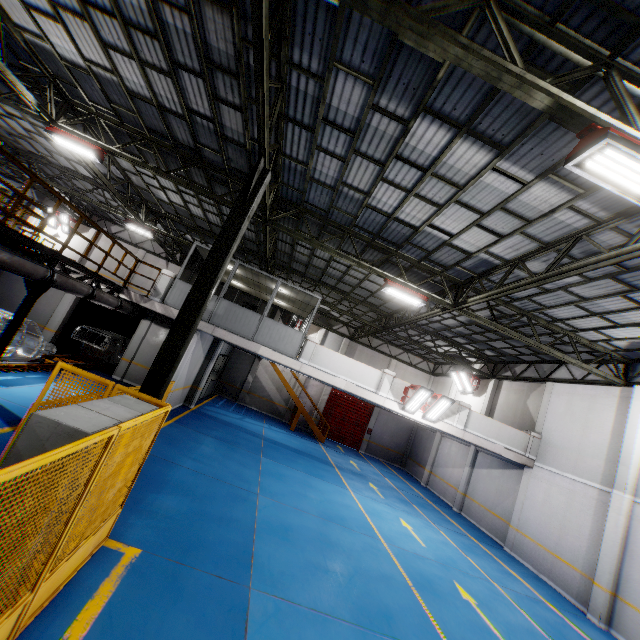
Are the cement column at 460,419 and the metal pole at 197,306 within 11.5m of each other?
no

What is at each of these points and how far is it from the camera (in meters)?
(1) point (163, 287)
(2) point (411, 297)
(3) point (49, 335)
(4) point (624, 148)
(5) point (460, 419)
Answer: (1) cement column, 13.41
(2) light, 11.47
(3) cement column, 15.85
(4) light, 3.98
(5) cement column, 14.55

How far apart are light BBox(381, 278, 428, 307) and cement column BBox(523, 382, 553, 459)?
9.0m

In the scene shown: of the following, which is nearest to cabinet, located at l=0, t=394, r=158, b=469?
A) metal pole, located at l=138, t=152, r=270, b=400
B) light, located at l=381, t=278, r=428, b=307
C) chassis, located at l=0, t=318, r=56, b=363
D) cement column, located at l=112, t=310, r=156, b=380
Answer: metal pole, located at l=138, t=152, r=270, b=400

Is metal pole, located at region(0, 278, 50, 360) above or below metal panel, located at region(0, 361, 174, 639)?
above

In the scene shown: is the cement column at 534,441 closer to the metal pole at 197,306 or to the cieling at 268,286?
the cieling at 268,286

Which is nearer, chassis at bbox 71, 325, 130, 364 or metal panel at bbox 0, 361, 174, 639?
metal panel at bbox 0, 361, 174, 639

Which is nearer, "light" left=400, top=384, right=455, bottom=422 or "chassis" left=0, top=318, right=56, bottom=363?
"chassis" left=0, top=318, right=56, bottom=363
